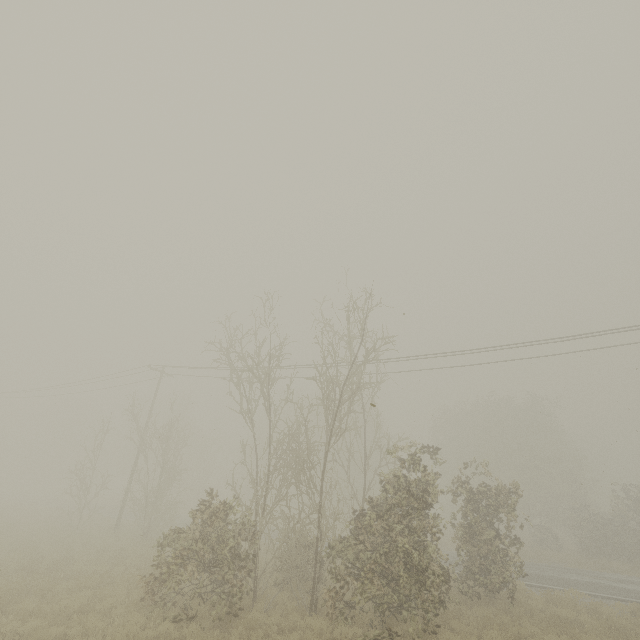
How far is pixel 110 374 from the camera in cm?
2764

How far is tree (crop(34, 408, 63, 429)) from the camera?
58.4 meters

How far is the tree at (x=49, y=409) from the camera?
58.44m
